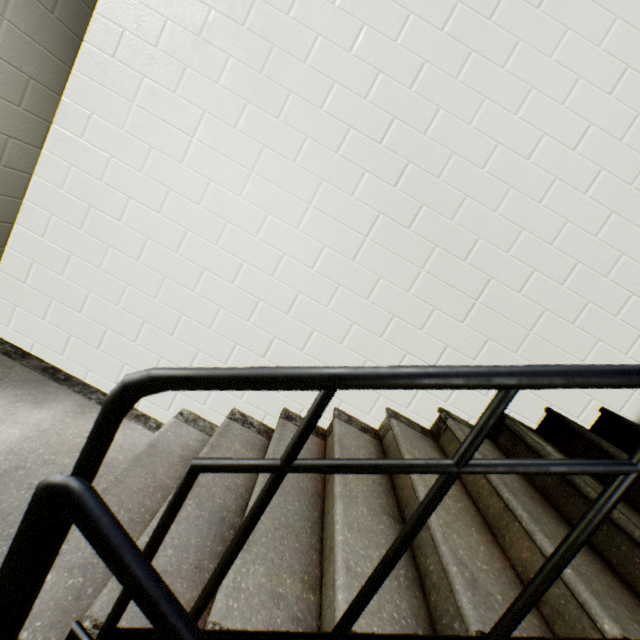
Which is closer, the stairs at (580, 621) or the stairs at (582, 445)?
the stairs at (580, 621)

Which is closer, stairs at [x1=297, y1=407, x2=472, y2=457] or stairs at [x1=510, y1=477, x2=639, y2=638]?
stairs at [x1=510, y1=477, x2=639, y2=638]

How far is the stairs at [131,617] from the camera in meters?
0.9 m

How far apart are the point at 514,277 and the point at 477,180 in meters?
0.6

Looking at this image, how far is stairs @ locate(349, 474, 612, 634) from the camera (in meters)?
0.92
